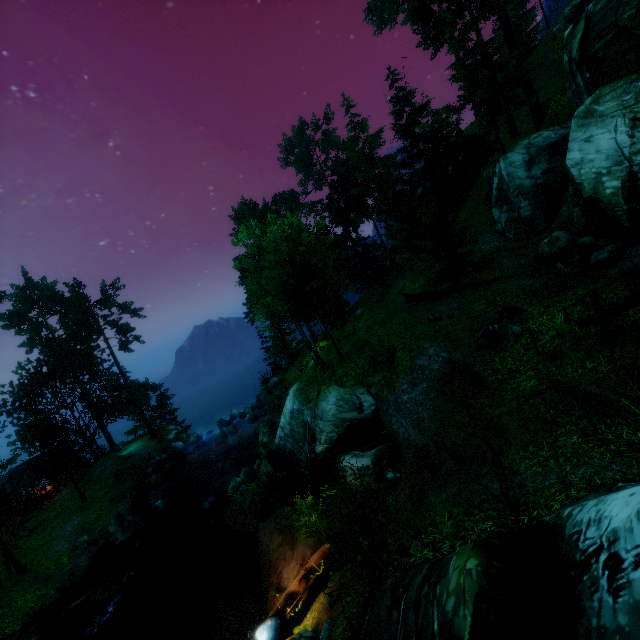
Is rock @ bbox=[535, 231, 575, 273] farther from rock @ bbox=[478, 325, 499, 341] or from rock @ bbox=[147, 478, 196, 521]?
rock @ bbox=[147, 478, 196, 521]

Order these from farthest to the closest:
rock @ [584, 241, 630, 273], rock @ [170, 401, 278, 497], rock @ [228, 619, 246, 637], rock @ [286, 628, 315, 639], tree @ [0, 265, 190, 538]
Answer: tree @ [0, 265, 190, 538], rock @ [170, 401, 278, 497], rock @ [584, 241, 630, 273], rock @ [228, 619, 246, 637], rock @ [286, 628, 315, 639]

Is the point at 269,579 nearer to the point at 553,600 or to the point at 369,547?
the point at 369,547

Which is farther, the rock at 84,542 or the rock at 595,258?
the rock at 84,542

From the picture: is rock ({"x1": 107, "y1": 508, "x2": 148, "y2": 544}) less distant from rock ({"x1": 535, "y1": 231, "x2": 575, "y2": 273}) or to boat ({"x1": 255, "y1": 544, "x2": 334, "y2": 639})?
boat ({"x1": 255, "y1": 544, "x2": 334, "y2": 639})

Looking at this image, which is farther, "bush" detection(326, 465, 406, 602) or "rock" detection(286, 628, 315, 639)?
"rock" detection(286, 628, 315, 639)

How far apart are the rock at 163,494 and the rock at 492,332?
26.64m

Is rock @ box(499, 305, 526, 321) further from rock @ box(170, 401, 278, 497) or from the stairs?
rock @ box(170, 401, 278, 497)
